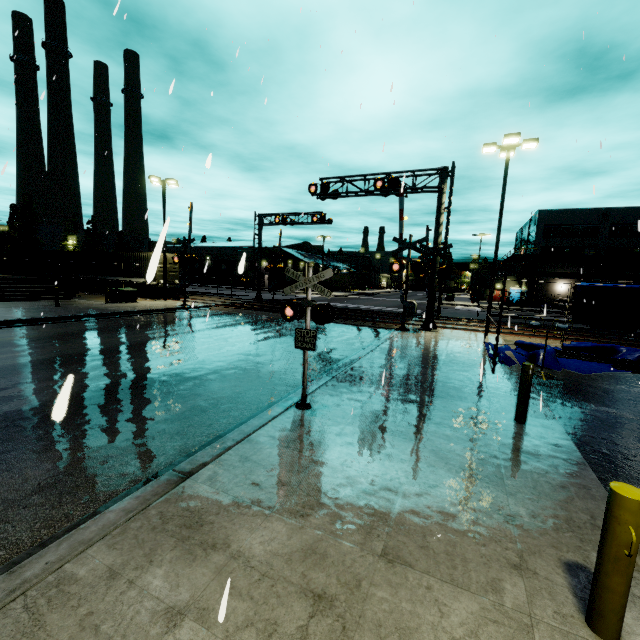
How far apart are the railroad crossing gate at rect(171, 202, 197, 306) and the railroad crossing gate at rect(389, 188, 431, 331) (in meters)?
13.63

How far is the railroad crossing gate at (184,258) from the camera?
23.16m

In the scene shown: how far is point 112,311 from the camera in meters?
19.2 m

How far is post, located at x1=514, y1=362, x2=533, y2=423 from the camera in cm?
622

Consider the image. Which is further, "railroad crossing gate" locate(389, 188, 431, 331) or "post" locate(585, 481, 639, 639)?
"railroad crossing gate" locate(389, 188, 431, 331)

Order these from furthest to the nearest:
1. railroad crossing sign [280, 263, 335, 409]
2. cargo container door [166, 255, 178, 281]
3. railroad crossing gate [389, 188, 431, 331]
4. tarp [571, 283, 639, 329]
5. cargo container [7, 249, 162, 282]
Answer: cargo container door [166, 255, 178, 281] → cargo container [7, 249, 162, 282] → railroad crossing gate [389, 188, 431, 331] → tarp [571, 283, 639, 329] → railroad crossing sign [280, 263, 335, 409]

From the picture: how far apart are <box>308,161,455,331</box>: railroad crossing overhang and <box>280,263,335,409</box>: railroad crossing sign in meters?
12.4 m

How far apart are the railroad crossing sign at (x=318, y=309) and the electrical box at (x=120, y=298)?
22.0 meters
